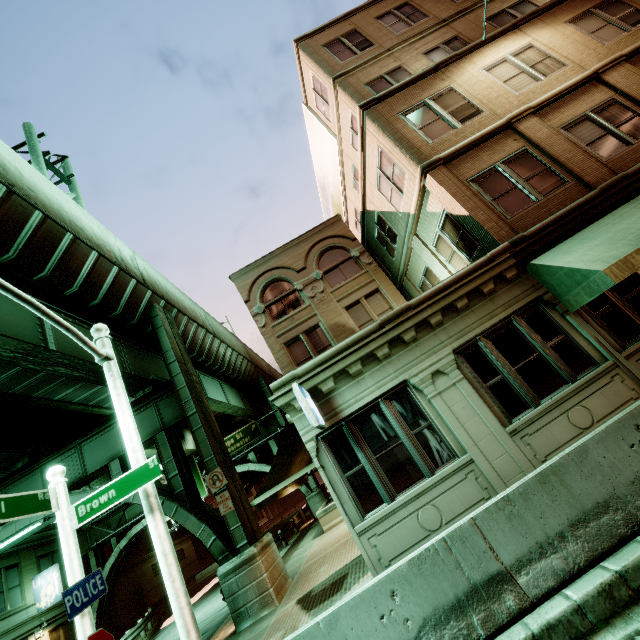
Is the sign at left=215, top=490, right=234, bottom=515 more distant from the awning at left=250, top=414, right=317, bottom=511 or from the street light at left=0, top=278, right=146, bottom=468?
the street light at left=0, top=278, right=146, bottom=468

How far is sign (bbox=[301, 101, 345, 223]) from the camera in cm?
1711

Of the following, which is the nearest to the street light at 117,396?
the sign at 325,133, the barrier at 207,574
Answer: the sign at 325,133

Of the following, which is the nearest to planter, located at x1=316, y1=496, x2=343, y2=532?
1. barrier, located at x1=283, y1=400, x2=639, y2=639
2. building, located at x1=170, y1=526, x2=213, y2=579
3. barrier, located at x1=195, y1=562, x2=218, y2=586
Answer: barrier, located at x1=283, y1=400, x2=639, y2=639

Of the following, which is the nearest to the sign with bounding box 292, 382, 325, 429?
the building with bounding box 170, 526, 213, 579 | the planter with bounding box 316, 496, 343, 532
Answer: the planter with bounding box 316, 496, 343, 532

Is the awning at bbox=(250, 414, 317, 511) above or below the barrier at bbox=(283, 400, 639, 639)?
above

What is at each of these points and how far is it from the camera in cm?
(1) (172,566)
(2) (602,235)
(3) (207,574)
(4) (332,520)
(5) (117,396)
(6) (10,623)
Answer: (1) street light, 507
(2) awning, 746
(3) barrier, 3194
(4) planter, 1672
(5) street light, 622
(6) building, 2070

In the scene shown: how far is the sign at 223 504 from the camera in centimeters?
1104cm
